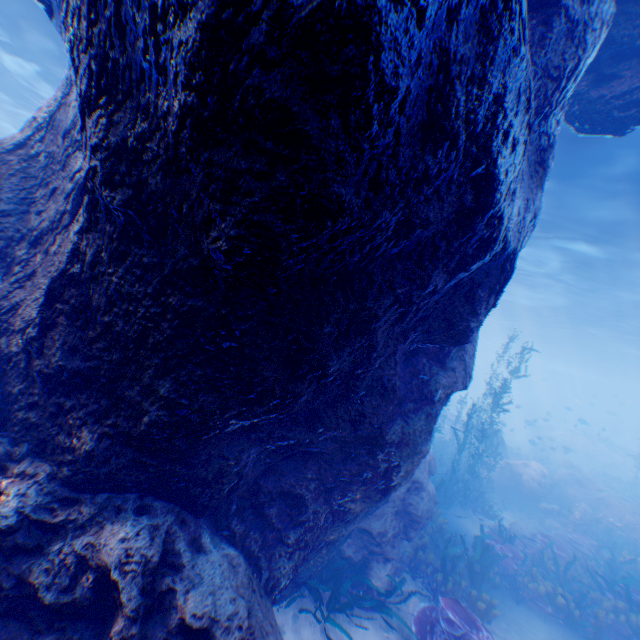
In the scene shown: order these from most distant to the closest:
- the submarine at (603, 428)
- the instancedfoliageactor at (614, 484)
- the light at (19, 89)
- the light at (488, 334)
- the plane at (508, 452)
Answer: the submarine at (603, 428)
the instancedfoliageactor at (614, 484)
the plane at (508, 452)
the light at (19, 89)
the light at (488, 334)

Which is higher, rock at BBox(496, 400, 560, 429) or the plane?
rock at BBox(496, 400, 560, 429)

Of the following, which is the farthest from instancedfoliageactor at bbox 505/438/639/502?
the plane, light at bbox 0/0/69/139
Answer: light at bbox 0/0/69/139

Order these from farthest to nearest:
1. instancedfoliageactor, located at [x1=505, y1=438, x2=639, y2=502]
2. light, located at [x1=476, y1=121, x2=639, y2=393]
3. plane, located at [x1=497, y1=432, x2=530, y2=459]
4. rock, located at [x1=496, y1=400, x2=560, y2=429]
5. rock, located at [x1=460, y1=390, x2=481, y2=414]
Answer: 1. rock, located at [x1=460, y1=390, x2=481, y2=414]
2. rock, located at [x1=496, y1=400, x2=560, y2=429]
3. instancedfoliageactor, located at [x1=505, y1=438, x2=639, y2=502]
4. plane, located at [x1=497, y1=432, x2=530, y2=459]
5. light, located at [x1=476, y1=121, x2=639, y2=393]

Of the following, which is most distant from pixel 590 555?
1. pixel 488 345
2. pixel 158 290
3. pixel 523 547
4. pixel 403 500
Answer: pixel 488 345

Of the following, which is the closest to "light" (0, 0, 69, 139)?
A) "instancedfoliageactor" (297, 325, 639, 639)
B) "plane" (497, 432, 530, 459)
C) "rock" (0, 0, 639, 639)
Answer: "rock" (0, 0, 639, 639)

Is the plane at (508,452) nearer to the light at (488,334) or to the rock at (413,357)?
the rock at (413,357)

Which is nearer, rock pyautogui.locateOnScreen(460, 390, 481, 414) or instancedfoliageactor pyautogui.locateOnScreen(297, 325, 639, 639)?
instancedfoliageactor pyautogui.locateOnScreen(297, 325, 639, 639)
